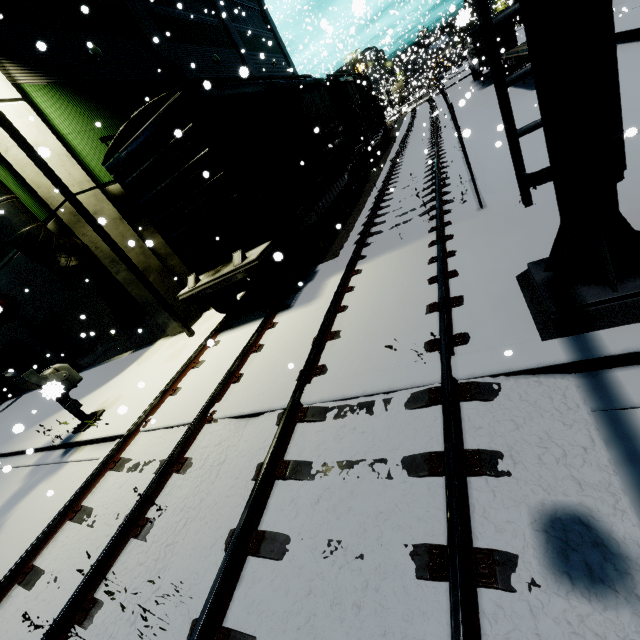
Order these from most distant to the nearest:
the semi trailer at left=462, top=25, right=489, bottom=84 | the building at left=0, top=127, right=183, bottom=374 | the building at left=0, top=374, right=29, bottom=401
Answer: the semi trailer at left=462, top=25, right=489, bottom=84 < the building at left=0, top=374, right=29, bottom=401 < the building at left=0, top=127, right=183, bottom=374

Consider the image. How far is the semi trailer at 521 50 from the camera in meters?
16.8

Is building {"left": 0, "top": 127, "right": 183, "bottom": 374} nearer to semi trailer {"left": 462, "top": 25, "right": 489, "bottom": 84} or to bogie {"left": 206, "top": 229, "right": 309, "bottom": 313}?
semi trailer {"left": 462, "top": 25, "right": 489, "bottom": 84}

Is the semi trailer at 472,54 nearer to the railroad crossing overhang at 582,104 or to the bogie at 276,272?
the railroad crossing overhang at 582,104

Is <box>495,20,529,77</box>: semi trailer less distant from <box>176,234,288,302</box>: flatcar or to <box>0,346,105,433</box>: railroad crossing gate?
<box>176,234,288,302</box>: flatcar

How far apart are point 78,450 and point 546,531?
9.6m

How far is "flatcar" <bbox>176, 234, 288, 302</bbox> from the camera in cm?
739
